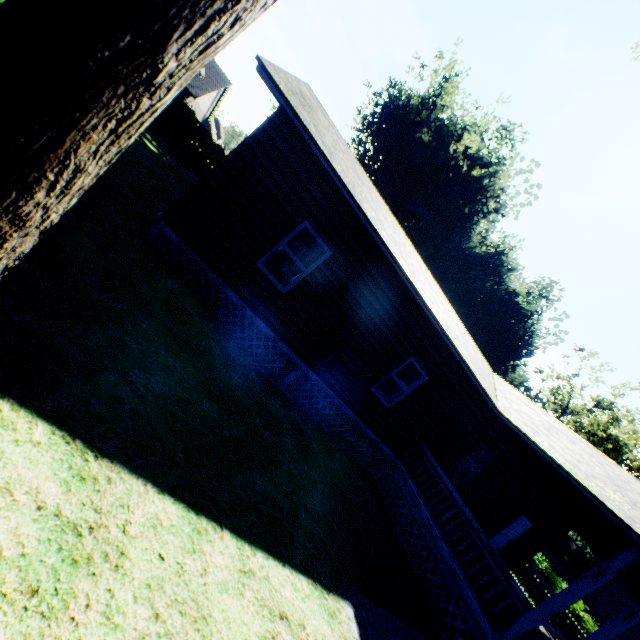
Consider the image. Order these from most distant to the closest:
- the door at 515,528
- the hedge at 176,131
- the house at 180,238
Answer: the hedge at 176,131, the door at 515,528, the house at 180,238

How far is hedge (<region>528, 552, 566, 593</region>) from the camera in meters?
22.1

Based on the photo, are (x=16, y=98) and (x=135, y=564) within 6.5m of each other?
yes

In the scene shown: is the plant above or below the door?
above

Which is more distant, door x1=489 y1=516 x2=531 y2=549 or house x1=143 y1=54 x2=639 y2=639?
door x1=489 y1=516 x2=531 y2=549

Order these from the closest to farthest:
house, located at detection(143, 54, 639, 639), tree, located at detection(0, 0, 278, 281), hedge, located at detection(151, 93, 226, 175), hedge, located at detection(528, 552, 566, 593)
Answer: tree, located at detection(0, 0, 278, 281) → house, located at detection(143, 54, 639, 639) → hedge, located at detection(151, 93, 226, 175) → hedge, located at detection(528, 552, 566, 593)

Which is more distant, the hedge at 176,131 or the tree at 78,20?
the hedge at 176,131

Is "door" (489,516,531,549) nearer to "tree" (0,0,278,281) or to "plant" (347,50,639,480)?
"tree" (0,0,278,281)
